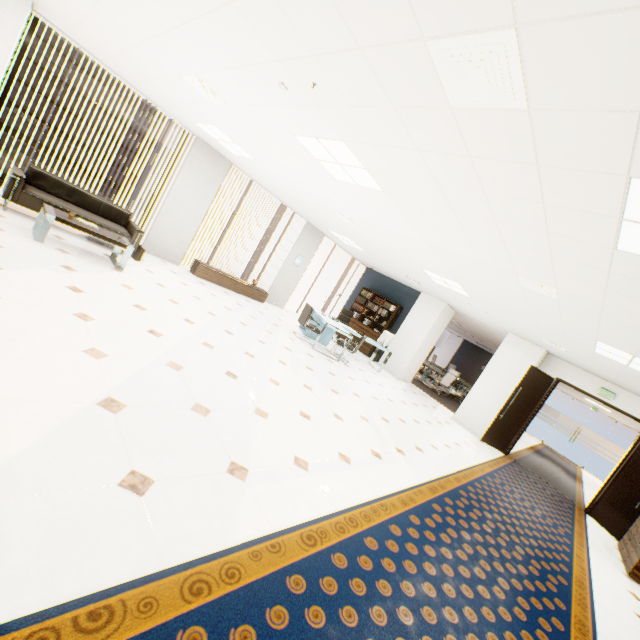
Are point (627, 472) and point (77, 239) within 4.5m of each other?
no

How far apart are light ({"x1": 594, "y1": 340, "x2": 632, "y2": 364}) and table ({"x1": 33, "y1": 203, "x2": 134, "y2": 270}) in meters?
7.9

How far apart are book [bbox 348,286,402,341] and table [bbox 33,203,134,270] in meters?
8.3

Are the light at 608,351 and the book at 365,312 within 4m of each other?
no

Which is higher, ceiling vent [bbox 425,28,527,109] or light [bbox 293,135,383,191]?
light [bbox 293,135,383,191]

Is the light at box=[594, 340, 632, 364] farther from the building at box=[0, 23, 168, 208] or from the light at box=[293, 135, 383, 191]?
the building at box=[0, 23, 168, 208]

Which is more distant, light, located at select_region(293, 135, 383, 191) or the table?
the table

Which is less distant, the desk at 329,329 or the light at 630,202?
the light at 630,202
